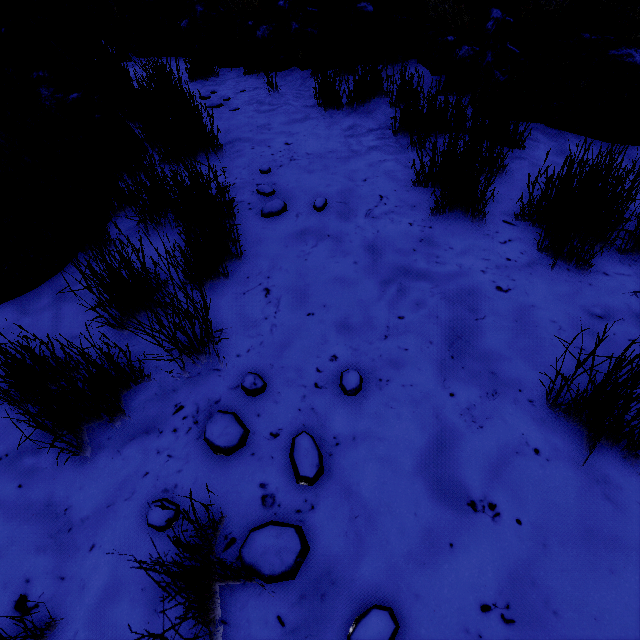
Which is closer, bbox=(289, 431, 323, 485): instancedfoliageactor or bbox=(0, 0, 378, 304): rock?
bbox=(289, 431, 323, 485): instancedfoliageactor

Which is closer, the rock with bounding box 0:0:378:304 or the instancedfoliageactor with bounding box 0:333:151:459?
the instancedfoliageactor with bounding box 0:333:151:459

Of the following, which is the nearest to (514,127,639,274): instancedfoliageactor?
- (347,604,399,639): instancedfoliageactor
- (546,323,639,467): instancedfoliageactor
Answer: (546,323,639,467): instancedfoliageactor

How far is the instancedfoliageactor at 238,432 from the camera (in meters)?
1.15

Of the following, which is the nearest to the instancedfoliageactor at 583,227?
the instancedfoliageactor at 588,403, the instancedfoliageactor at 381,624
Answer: the instancedfoliageactor at 588,403

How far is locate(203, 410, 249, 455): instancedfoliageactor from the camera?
1.15m

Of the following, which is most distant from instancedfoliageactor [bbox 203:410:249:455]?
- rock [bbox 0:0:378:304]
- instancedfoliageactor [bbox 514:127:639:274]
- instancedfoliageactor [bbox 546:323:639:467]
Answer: rock [bbox 0:0:378:304]

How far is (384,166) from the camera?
2.4m
